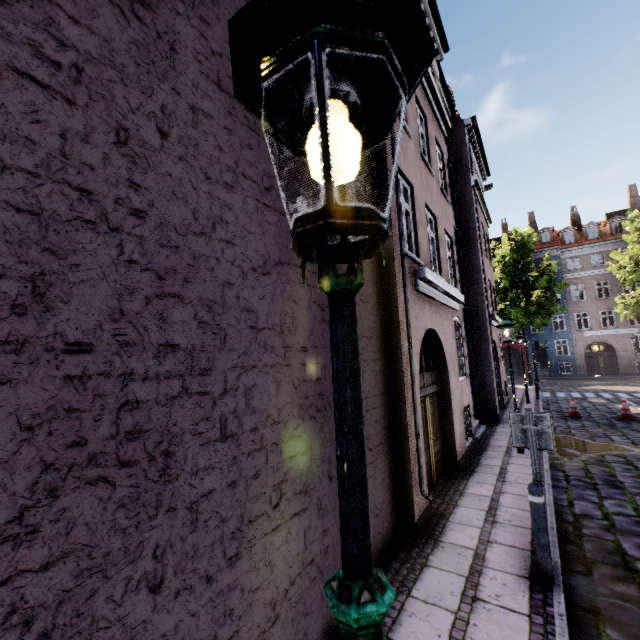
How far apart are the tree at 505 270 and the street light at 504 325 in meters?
20.4 m

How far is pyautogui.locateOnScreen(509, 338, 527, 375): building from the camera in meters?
35.8

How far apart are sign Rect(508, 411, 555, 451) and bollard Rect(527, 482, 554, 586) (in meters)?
0.49

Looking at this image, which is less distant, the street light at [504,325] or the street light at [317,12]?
the street light at [317,12]

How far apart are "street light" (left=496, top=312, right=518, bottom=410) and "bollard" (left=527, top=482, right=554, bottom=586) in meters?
5.6 m

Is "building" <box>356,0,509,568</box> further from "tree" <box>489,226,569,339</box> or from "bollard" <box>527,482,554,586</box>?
"tree" <box>489,226,569,339</box>

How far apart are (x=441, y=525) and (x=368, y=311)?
3.8 meters

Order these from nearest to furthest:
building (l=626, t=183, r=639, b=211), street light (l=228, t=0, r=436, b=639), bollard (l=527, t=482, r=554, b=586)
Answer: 1. street light (l=228, t=0, r=436, b=639)
2. bollard (l=527, t=482, r=554, b=586)
3. building (l=626, t=183, r=639, b=211)
